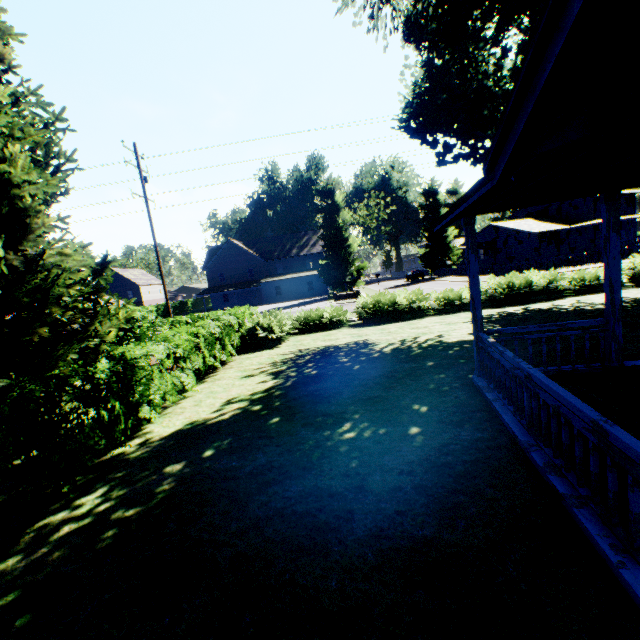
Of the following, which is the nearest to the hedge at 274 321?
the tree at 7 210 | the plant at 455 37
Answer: the tree at 7 210

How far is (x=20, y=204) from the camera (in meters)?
6.27

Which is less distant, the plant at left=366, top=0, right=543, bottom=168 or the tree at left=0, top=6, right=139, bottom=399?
the tree at left=0, top=6, right=139, bottom=399

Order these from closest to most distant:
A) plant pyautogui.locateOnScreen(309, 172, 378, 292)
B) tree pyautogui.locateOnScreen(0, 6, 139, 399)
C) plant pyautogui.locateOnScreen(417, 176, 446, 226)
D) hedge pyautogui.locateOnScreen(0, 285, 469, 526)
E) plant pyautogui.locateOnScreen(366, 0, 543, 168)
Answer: hedge pyautogui.locateOnScreen(0, 285, 469, 526)
tree pyautogui.locateOnScreen(0, 6, 139, 399)
plant pyautogui.locateOnScreen(366, 0, 543, 168)
plant pyautogui.locateOnScreen(309, 172, 378, 292)
plant pyautogui.locateOnScreen(417, 176, 446, 226)

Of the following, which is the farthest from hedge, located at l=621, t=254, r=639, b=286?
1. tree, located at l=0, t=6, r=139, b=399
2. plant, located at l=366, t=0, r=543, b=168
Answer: plant, located at l=366, t=0, r=543, b=168

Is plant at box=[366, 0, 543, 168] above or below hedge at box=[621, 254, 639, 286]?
above

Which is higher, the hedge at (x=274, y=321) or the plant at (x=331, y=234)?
the plant at (x=331, y=234)

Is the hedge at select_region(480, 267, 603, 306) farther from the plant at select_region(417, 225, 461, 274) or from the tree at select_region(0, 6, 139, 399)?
the plant at select_region(417, 225, 461, 274)
